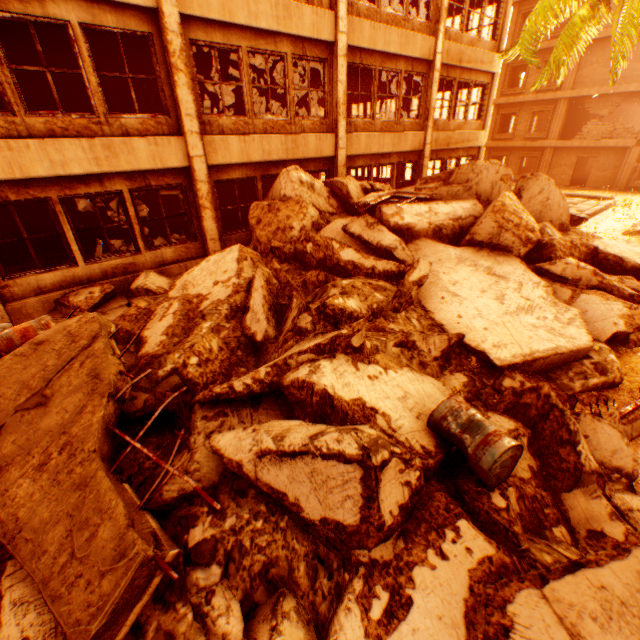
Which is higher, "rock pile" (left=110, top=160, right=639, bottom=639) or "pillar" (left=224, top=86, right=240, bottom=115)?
"pillar" (left=224, top=86, right=240, bottom=115)

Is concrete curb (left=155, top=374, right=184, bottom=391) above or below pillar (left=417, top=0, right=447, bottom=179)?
below

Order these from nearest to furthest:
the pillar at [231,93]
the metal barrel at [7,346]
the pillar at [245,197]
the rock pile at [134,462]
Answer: the rock pile at [134,462] < the metal barrel at [7,346] < the pillar at [231,93] < the pillar at [245,197]

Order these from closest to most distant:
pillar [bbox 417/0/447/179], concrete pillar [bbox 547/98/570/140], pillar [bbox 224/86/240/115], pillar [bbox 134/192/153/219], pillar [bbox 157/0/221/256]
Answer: pillar [bbox 157/0/221/256] → pillar [bbox 417/0/447/179] → pillar [bbox 134/192/153/219] → pillar [bbox 224/86/240/115] → concrete pillar [bbox 547/98/570/140]

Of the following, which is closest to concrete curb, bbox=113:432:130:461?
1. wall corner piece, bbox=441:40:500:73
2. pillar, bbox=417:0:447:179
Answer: pillar, bbox=417:0:447:179

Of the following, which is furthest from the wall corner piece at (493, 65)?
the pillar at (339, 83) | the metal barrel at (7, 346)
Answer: the metal barrel at (7, 346)

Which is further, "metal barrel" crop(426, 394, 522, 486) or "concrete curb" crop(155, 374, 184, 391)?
"concrete curb" crop(155, 374, 184, 391)

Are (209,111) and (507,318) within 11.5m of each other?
no
